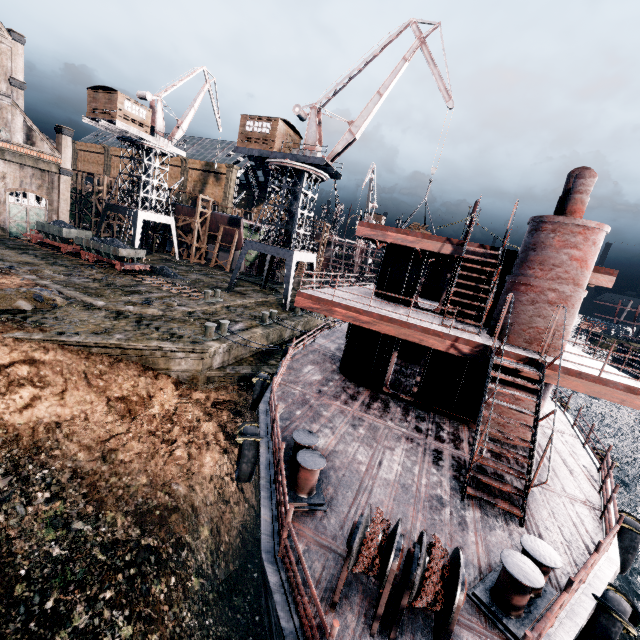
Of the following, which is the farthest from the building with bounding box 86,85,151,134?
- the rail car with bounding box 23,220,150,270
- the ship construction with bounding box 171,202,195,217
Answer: the rail car with bounding box 23,220,150,270

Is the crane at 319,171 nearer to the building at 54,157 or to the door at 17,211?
the building at 54,157

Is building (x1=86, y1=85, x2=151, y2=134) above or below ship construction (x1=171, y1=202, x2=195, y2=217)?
above

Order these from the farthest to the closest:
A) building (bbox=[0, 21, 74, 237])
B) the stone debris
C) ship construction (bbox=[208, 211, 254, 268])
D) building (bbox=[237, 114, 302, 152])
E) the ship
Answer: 1. ship construction (bbox=[208, 211, 254, 268])
2. building (bbox=[0, 21, 74, 237])
3. building (bbox=[237, 114, 302, 152])
4. the stone debris
5. the ship

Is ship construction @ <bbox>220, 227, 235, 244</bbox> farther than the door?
Yes

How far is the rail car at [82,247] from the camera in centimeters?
3080cm

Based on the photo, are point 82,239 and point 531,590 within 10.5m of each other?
no

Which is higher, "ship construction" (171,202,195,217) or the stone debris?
"ship construction" (171,202,195,217)
